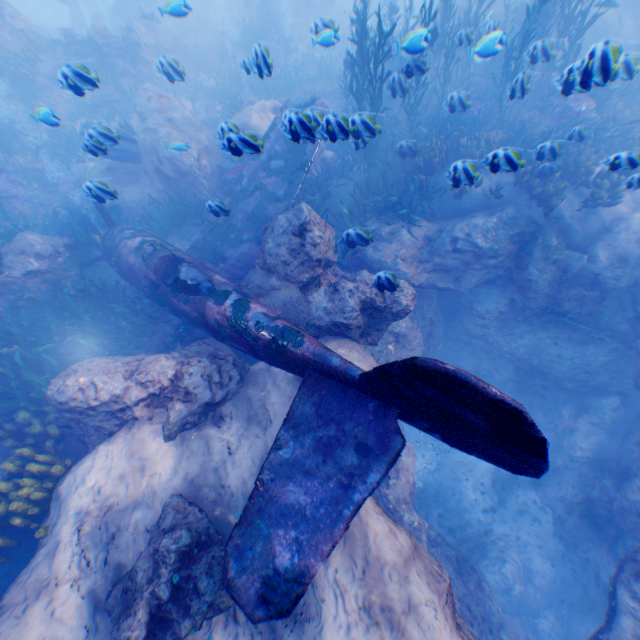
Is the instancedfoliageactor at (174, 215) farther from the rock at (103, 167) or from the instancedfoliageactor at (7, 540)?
the instancedfoliageactor at (7, 540)

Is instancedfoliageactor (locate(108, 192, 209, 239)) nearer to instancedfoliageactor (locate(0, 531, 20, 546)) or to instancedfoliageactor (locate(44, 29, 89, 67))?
instancedfoliageactor (locate(44, 29, 89, 67))

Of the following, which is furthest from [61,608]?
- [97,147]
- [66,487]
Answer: [97,147]

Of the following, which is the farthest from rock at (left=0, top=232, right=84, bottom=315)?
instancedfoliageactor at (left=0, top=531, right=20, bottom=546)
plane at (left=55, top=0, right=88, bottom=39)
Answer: instancedfoliageactor at (left=0, top=531, right=20, bottom=546)

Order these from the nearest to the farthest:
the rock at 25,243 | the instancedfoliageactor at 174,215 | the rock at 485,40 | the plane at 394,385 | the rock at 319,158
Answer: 1. the plane at 394,385
2. the rock at 485,40
3. the rock at 25,243
4. the instancedfoliageactor at 174,215
5. the rock at 319,158

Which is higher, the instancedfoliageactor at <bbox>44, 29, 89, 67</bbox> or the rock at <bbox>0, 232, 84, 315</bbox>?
the instancedfoliageactor at <bbox>44, 29, 89, 67</bbox>

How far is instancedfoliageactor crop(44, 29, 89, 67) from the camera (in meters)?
14.21

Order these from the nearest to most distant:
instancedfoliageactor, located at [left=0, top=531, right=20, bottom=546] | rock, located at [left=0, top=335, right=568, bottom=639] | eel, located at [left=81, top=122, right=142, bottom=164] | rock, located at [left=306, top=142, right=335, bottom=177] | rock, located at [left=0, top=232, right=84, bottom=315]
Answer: rock, located at [left=0, top=335, right=568, bottom=639] < instancedfoliageactor, located at [left=0, top=531, right=20, bottom=546] < eel, located at [left=81, top=122, right=142, bottom=164] < rock, located at [left=0, top=232, right=84, bottom=315] < rock, located at [left=306, top=142, right=335, bottom=177]
